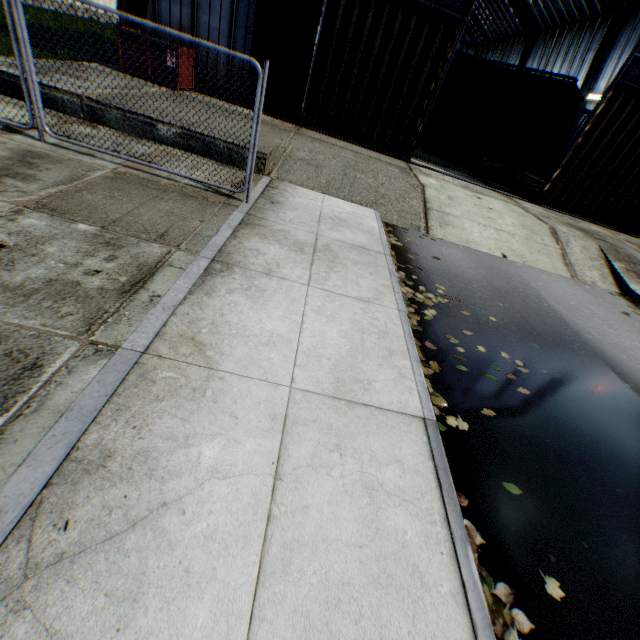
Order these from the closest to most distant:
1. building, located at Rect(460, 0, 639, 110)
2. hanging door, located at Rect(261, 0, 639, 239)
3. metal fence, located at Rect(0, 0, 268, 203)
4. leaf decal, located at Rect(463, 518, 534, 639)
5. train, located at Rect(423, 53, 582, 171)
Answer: leaf decal, located at Rect(463, 518, 534, 639) < metal fence, located at Rect(0, 0, 268, 203) < hanging door, located at Rect(261, 0, 639, 239) < train, located at Rect(423, 53, 582, 171) < building, located at Rect(460, 0, 639, 110)

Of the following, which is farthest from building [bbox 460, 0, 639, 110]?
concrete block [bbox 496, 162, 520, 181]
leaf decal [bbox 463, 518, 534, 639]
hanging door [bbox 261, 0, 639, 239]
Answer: leaf decal [bbox 463, 518, 534, 639]

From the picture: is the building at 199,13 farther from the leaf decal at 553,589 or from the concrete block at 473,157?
the leaf decal at 553,589

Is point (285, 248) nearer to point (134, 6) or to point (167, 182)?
point (167, 182)

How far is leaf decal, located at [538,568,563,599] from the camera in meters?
2.4 m

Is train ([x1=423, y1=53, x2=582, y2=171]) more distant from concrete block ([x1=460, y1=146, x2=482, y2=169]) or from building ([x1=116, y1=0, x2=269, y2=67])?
building ([x1=116, y1=0, x2=269, y2=67])

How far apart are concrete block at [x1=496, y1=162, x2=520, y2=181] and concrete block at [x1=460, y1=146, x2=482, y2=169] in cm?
122

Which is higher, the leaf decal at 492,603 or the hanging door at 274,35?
the hanging door at 274,35
